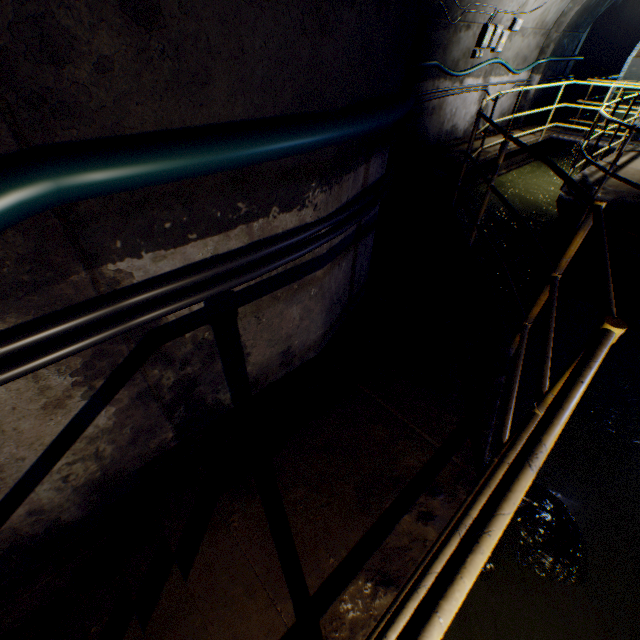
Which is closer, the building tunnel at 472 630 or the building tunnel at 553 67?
the building tunnel at 472 630

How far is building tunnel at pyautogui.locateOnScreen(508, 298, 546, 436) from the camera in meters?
3.4 m

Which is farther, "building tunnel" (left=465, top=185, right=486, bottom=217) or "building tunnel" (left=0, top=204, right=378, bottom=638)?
"building tunnel" (left=465, top=185, right=486, bottom=217)

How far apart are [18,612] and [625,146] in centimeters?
685cm

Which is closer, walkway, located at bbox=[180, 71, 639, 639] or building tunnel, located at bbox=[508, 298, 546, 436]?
walkway, located at bbox=[180, 71, 639, 639]

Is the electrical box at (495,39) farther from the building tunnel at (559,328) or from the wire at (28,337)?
the wire at (28,337)
